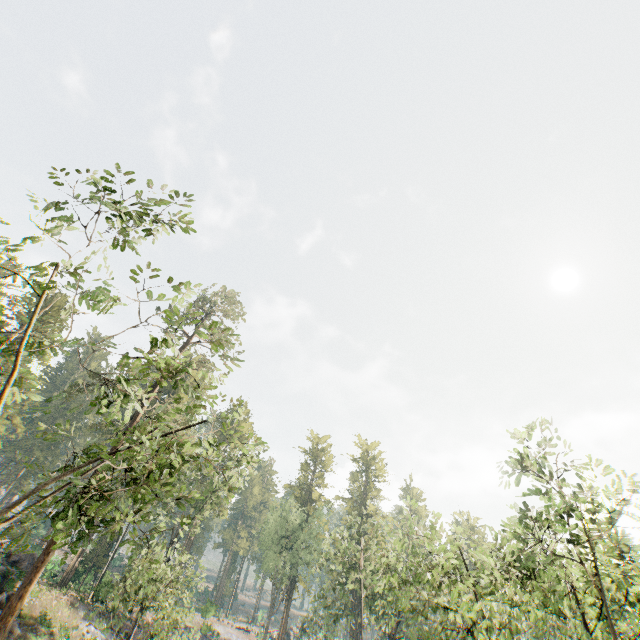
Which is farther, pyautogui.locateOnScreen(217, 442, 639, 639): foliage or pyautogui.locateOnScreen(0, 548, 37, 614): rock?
pyautogui.locateOnScreen(0, 548, 37, 614): rock

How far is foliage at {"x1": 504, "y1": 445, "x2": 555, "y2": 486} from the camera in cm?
1113

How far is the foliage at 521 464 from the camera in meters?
11.1

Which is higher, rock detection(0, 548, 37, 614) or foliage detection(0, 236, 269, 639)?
foliage detection(0, 236, 269, 639)

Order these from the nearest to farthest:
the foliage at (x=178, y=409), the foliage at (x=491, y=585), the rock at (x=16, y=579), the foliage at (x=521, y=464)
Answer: the foliage at (x=178, y=409)
the foliage at (x=491, y=585)
the foliage at (x=521, y=464)
the rock at (x=16, y=579)

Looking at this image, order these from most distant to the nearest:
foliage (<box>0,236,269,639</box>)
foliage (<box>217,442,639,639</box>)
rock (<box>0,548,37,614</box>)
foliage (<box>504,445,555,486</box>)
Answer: rock (<box>0,548,37,614</box>)
foliage (<box>504,445,555,486</box>)
foliage (<box>217,442,639,639</box>)
foliage (<box>0,236,269,639</box>)

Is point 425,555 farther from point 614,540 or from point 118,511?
point 118,511

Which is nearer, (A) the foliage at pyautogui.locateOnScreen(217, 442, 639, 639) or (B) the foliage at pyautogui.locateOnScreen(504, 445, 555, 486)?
(A) the foliage at pyautogui.locateOnScreen(217, 442, 639, 639)
